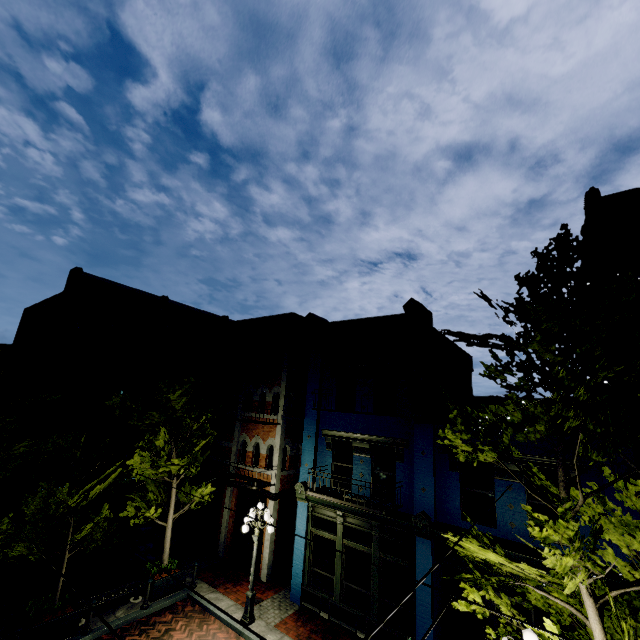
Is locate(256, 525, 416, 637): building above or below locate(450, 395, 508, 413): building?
below

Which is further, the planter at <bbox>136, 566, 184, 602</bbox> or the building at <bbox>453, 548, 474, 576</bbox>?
the planter at <bbox>136, 566, 184, 602</bbox>

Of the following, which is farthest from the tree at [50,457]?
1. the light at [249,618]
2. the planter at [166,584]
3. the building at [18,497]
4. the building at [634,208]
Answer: the building at [18,497]

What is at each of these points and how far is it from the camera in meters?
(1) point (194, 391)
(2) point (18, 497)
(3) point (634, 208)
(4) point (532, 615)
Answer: (1) tree, 12.7 m
(2) building, 15.4 m
(3) building, 9.7 m
(4) building, 9.2 m

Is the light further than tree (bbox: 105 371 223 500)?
No

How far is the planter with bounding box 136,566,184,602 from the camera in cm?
1166

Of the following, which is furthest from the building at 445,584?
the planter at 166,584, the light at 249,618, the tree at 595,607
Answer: the planter at 166,584

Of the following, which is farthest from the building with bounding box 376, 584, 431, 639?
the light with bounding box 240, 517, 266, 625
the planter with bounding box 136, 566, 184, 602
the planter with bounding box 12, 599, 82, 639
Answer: the planter with bounding box 12, 599, 82, 639
